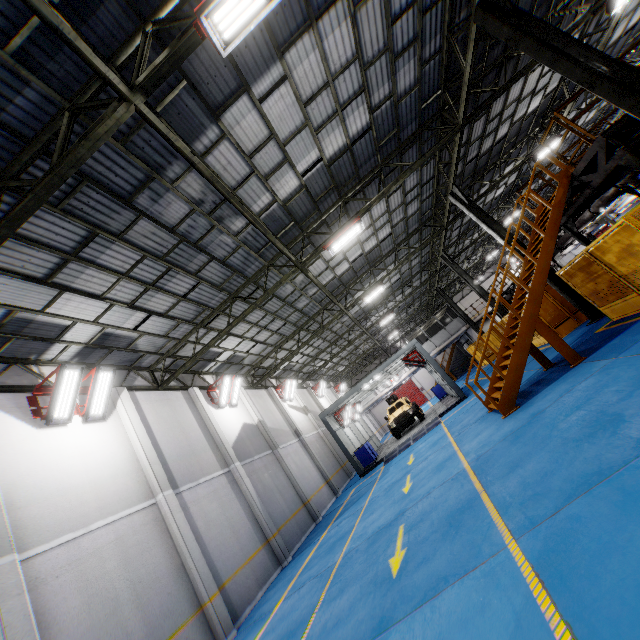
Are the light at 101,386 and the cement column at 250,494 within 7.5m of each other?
yes

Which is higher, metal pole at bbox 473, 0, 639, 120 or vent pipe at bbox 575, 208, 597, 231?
metal pole at bbox 473, 0, 639, 120

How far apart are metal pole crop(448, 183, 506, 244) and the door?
34.0m

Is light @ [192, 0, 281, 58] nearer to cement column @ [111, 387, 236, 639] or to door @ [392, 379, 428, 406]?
cement column @ [111, 387, 236, 639]

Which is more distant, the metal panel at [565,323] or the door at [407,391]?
the door at [407,391]

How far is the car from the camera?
21.73m

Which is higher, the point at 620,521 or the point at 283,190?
the point at 283,190

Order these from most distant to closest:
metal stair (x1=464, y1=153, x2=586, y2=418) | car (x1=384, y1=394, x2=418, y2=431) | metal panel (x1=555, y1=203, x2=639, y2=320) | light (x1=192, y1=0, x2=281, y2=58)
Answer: car (x1=384, y1=394, x2=418, y2=431), metal stair (x1=464, y1=153, x2=586, y2=418), metal panel (x1=555, y1=203, x2=639, y2=320), light (x1=192, y1=0, x2=281, y2=58)
